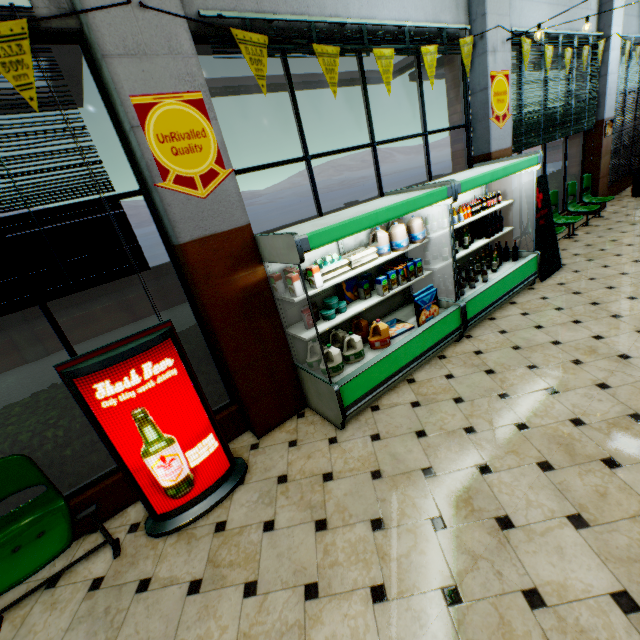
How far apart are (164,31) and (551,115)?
7.27m

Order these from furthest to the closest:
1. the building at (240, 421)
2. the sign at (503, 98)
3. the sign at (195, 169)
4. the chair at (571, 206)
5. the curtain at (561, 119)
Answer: the chair at (571, 206)
the curtain at (561, 119)
the sign at (503, 98)
the sign at (195, 169)
the building at (240, 421)

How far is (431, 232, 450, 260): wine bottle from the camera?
4.5 meters

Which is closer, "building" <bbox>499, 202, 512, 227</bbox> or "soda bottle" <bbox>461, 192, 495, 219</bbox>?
"soda bottle" <bbox>461, 192, 495, 219</bbox>

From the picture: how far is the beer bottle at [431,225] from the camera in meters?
4.3 m

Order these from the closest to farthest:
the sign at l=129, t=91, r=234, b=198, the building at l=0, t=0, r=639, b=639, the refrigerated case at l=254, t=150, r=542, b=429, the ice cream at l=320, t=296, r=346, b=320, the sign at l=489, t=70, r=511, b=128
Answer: the building at l=0, t=0, r=639, b=639 → the sign at l=129, t=91, r=234, b=198 → the refrigerated case at l=254, t=150, r=542, b=429 → the ice cream at l=320, t=296, r=346, b=320 → the sign at l=489, t=70, r=511, b=128

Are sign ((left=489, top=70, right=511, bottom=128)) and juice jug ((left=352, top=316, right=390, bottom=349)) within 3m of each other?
no

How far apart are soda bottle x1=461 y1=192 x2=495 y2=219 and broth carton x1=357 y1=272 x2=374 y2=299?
1.99m
